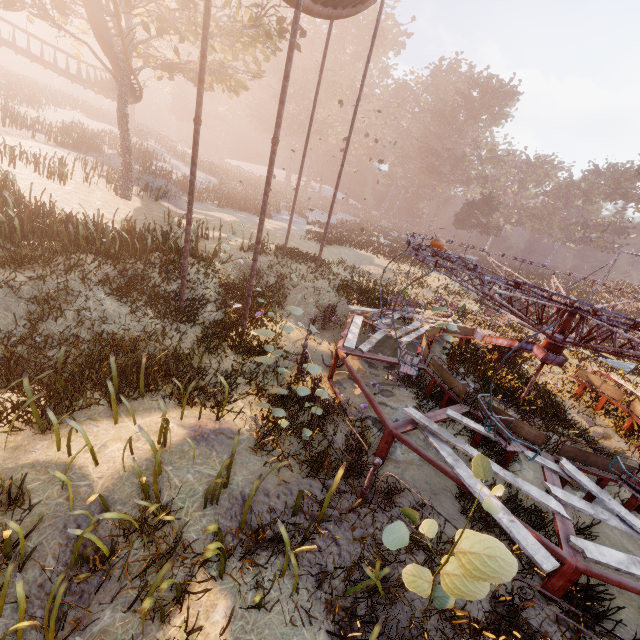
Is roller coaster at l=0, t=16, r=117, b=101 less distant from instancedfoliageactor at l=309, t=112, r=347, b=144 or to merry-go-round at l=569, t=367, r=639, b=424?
merry-go-round at l=569, t=367, r=639, b=424

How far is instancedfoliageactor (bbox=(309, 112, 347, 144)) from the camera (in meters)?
52.34

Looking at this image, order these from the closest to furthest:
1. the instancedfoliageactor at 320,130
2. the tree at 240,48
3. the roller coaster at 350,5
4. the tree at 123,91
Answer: the roller coaster at 350,5 → the tree at 123,91 → the tree at 240,48 → the instancedfoliageactor at 320,130

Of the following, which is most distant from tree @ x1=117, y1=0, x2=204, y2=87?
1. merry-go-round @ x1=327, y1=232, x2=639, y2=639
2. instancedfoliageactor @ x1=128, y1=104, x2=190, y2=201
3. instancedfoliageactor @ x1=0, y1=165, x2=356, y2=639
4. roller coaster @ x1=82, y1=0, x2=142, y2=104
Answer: instancedfoliageactor @ x1=0, y1=165, x2=356, y2=639

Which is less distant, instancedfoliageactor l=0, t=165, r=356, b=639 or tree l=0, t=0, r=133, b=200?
instancedfoliageactor l=0, t=165, r=356, b=639

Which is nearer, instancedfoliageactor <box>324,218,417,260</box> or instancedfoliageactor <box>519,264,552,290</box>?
instancedfoliageactor <box>324,218,417,260</box>

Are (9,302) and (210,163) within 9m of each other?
no

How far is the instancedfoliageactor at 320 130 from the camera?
52.34m
